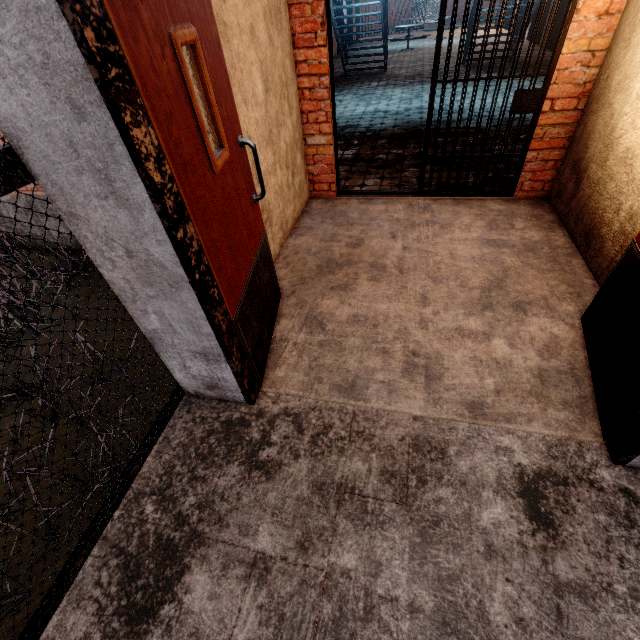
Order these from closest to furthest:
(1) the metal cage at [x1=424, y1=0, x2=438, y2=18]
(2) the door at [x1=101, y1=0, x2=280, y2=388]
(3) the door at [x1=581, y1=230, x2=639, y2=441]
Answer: (2) the door at [x1=101, y1=0, x2=280, y2=388] < (3) the door at [x1=581, y1=230, x2=639, y2=441] < (1) the metal cage at [x1=424, y1=0, x2=438, y2=18]

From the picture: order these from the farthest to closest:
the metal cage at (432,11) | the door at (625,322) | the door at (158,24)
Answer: the metal cage at (432,11) → the door at (625,322) → the door at (158,24)

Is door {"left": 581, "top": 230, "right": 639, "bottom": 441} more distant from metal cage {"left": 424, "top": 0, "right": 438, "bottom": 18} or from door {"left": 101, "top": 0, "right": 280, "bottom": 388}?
metal cage {"left": 424, "top": 0, "right": 438, "bottom": 18}

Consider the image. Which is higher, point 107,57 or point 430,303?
point 107,57

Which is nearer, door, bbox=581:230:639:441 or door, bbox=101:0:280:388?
door, bbox=101:0:280:388

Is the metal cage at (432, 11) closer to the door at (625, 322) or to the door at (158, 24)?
the door at (158, 24)

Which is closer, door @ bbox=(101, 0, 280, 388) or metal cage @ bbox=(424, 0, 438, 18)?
door @ bbox=(101, 0, 280, 388)
